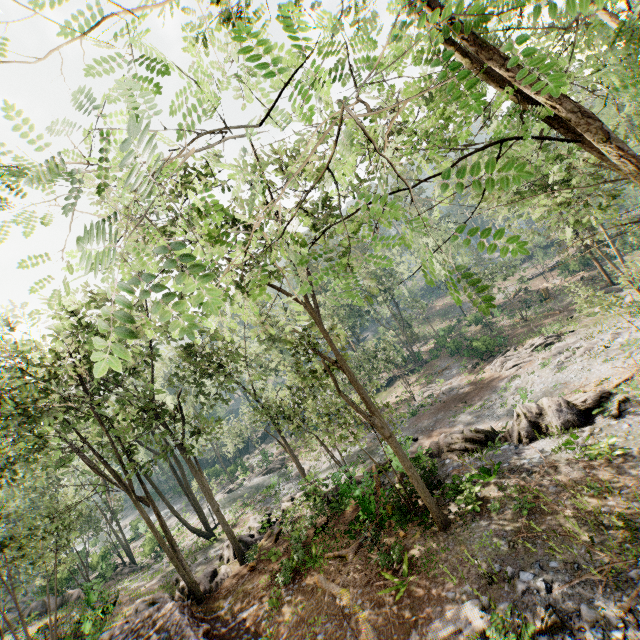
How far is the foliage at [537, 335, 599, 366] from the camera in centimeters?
2570cm

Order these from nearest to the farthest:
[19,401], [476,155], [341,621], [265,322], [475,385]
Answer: [341,621], [19,401], [476,155], [265,322], [475,385]

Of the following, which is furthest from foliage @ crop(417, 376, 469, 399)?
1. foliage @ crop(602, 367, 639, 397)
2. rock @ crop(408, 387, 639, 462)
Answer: foliage @ crop(602, 367, 639, 397)

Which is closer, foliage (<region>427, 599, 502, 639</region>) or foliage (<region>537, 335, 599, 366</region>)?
foliage (<region>427, 599, 502, 639</region>)

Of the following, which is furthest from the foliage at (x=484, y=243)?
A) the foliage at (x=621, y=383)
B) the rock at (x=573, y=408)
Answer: the foliage at (x=621, y=383)

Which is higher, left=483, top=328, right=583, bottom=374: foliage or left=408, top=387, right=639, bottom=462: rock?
left=408, top=387, right=639, bottom=462: rock

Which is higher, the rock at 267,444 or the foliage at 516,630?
the foliage at 516,630
